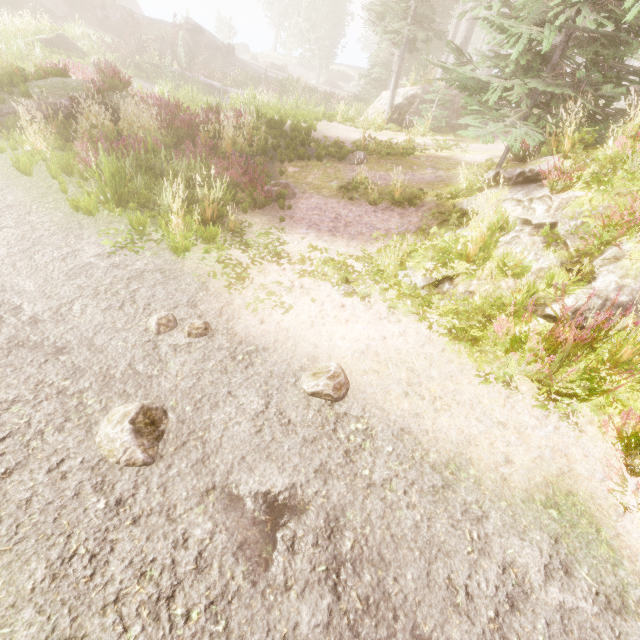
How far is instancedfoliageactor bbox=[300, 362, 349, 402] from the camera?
4.0m

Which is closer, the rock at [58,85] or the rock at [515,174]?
the rock at [515,174]

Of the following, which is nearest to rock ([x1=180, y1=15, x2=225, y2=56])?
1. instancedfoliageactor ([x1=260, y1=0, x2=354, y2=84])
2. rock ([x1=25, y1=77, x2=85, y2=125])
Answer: instancedfoliageactor ([x1=260, y1=0, x2=354, y2=84])

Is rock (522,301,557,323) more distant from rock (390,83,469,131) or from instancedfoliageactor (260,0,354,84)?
rock (390,83,469,131)

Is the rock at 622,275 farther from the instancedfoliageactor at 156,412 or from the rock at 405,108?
the rock at 405,108

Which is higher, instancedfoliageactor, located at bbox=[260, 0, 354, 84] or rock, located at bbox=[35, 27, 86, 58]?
instancedfoliageactor, located at bbox=[260, 0, 354, 84]

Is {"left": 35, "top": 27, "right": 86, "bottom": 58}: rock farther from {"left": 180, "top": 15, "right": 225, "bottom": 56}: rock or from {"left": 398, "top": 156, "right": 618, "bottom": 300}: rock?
{"left": 398, "top": 156, "right": 618, "bottom": 300}: rock

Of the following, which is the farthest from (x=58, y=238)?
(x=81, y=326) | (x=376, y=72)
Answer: (x=376, y=72)
